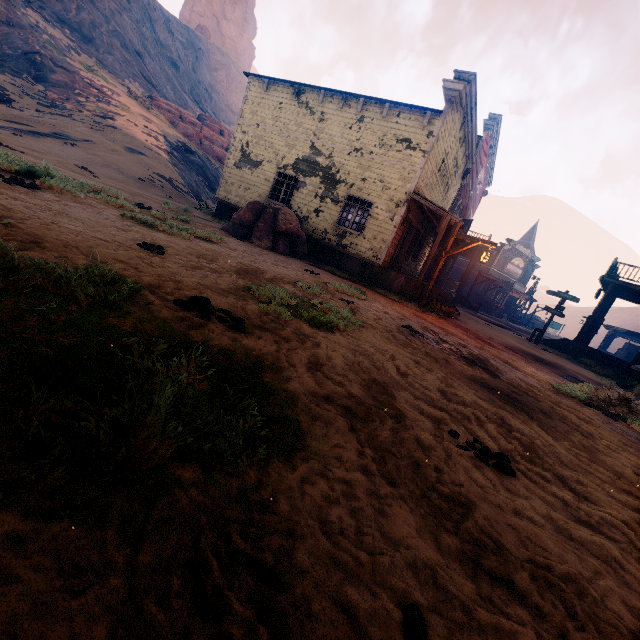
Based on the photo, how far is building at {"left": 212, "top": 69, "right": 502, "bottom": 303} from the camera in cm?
1298

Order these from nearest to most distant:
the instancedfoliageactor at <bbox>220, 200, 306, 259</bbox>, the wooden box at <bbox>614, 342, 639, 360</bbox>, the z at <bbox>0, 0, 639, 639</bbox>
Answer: the z at <bbox>0, 0, 639, 639</bbox>, the instancedfoliageactor at <bbox>220, 200, 306, 259</bbox>, the wooden box at <bbox>614, 342, 639, 360</bbox>

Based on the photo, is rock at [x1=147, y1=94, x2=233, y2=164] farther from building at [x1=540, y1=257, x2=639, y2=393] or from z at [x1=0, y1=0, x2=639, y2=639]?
building at [x1=540, y1=257, x2=639, y2=393]

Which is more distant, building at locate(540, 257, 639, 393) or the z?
building at locate(540, 257, 639, 393)

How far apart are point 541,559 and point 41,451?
2.6 meters

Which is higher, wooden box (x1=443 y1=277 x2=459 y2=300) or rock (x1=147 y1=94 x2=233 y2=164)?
rock (x1=147 y1=94 x2=233 y2=164)

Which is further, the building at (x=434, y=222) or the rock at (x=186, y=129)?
the rock at (x=186, y=129)
